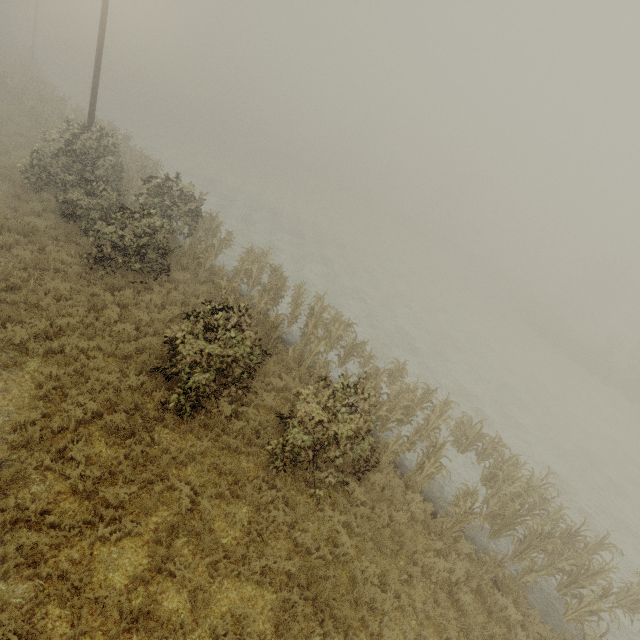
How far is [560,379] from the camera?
26.4m
